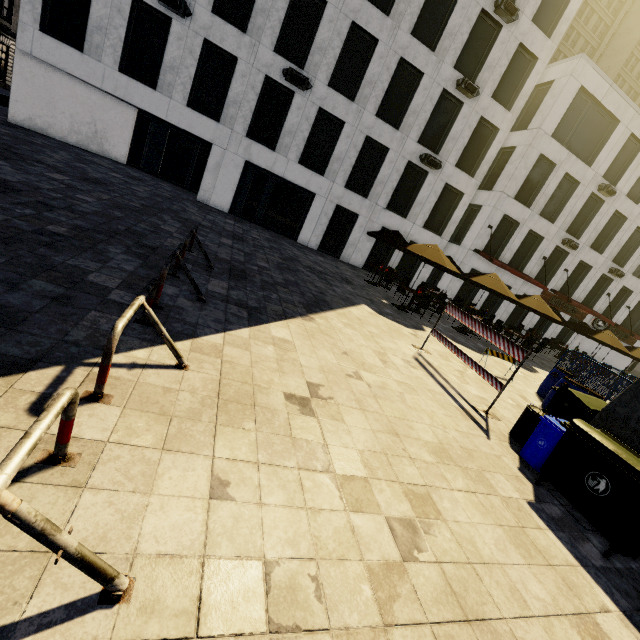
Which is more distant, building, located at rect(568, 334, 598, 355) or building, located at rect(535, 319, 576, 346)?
building, located at rect(568, 334, 598, 355)

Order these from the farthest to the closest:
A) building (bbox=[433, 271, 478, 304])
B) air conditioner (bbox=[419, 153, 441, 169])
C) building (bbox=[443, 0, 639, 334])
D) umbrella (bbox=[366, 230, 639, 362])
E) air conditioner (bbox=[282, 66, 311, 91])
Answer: building (bbox=[433, 271, 478, 304]) < building (bbox=[443, 0, 639, 334]) < air conditioner (bbox=[419, 153, 441, 169]) < air conditioner (bbox=[282, 66, 311, 91]) < umbrella (bbox=[366, 230, 639, 362])

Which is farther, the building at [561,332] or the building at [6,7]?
the building at [6,7]

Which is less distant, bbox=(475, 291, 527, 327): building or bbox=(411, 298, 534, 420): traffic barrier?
bbox=(411, 298, 534, 420): traffic barrier

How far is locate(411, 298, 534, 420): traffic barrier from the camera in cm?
648

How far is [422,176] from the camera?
20.02m

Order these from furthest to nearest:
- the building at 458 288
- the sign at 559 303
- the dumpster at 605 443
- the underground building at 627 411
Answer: the sign at 559 303 → the building at 458 288 → the underground building at 627 411 → the dumpster at 605 443

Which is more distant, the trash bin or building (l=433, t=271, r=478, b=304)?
building (l=433, t=271, r=478, b=304)
